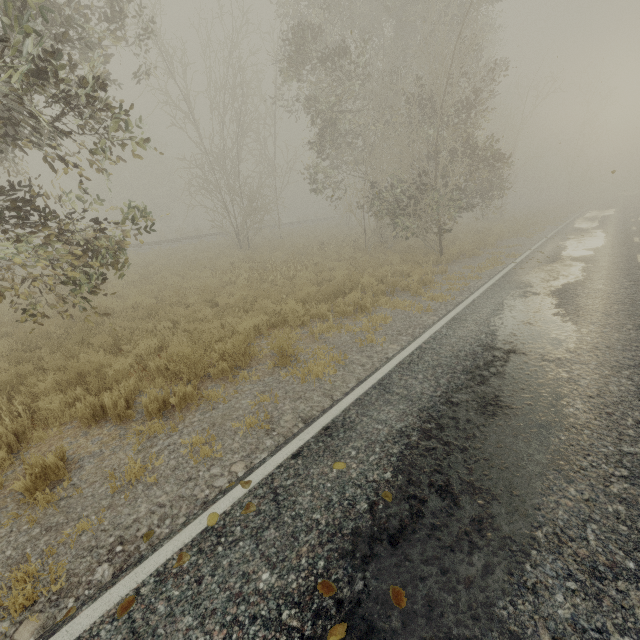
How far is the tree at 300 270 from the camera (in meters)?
12.19

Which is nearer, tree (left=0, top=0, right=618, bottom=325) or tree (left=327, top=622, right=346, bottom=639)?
tree (left=327, top=622, right=346, bottom=639)

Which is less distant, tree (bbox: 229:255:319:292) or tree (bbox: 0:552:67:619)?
tree (bbox: 0:552:67:619)

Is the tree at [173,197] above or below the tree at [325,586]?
above

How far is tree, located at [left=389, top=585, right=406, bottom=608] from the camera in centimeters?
227cm

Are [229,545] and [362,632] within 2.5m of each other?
yes
